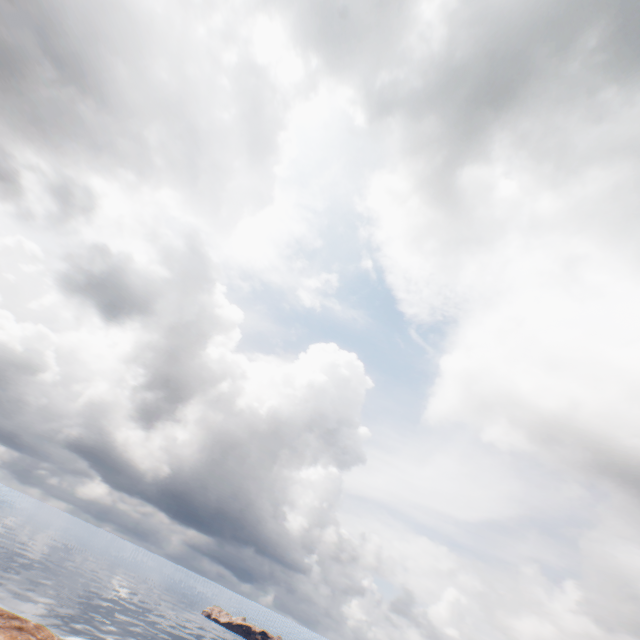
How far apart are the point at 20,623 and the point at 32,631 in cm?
176
